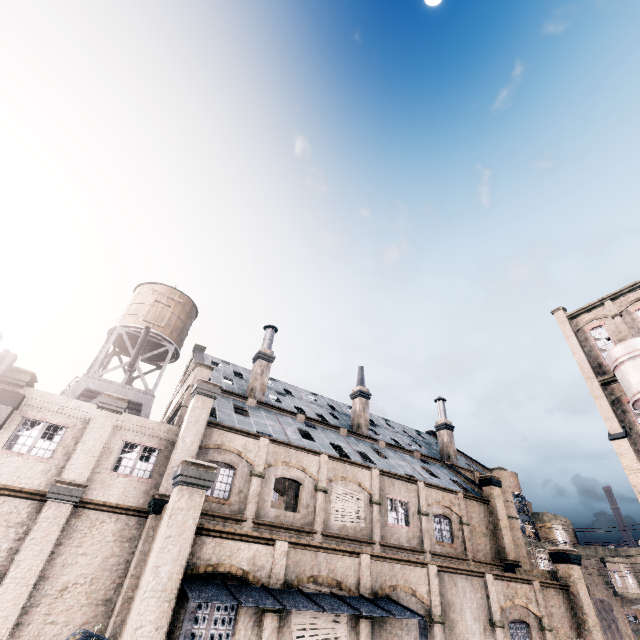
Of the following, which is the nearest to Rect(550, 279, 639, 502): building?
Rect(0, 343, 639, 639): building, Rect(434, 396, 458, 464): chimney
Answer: Rect(0, 343, 639, 639): building

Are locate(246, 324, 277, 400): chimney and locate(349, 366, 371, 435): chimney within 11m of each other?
yes

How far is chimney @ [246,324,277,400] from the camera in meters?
27.1 m

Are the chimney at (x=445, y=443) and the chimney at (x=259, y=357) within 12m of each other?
no

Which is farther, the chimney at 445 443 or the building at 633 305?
the chimney at 445 443

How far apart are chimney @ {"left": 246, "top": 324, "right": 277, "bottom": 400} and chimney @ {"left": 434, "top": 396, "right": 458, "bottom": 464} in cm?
2198

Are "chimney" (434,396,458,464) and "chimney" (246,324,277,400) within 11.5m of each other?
no

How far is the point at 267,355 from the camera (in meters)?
29.25
